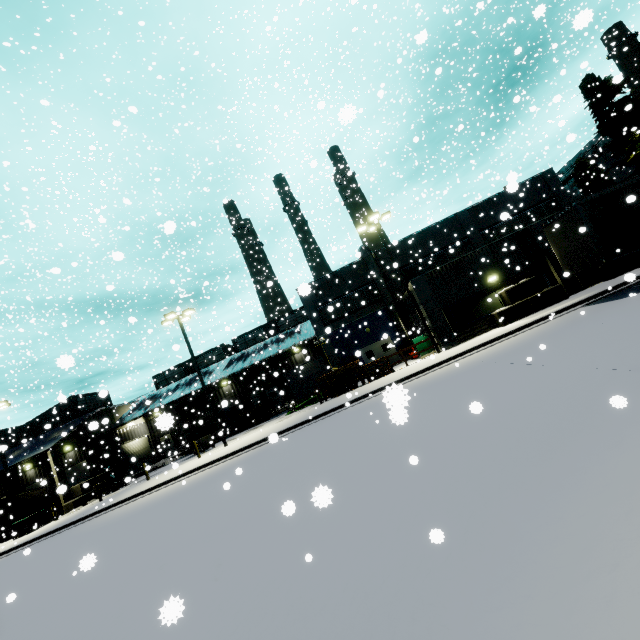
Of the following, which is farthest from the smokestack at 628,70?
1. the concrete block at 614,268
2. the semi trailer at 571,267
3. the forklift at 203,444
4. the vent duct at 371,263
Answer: the forklift at 203,444

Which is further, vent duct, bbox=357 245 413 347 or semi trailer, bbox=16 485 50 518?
semi trailer, bbox=16 485 50 518

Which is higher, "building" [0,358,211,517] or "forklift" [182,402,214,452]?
A: "building" [0,358,211,517]

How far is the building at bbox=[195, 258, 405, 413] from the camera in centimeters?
2891cm

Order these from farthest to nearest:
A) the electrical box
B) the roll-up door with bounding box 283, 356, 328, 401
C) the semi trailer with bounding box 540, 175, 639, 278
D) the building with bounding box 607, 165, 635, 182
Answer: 1. the building with bounding box 607, 165, 635, 182
2. the roll-up door with bounding box 283, 356, 328, 401
3. the electrical box
4. the semi trailer with bounding box 540, 175, 639, 278

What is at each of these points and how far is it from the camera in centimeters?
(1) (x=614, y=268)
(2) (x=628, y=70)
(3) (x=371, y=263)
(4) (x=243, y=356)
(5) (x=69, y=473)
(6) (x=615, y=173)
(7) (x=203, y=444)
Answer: (1) concrete block, 1831cm
(2) smokestack, 4231cm
(3) vent duct, 2838cm
(4) building, 3588cm
(5) roll-up door, 3341cm
(6) building, 4362cm
(7) forklift, 2616cm

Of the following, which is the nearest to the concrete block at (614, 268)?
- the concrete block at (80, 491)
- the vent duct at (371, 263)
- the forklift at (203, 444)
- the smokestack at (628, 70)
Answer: the smokestack at (628, 70)

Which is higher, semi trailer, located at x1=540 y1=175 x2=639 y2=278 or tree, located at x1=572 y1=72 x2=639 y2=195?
tree, located at x1=572 y1=72 x2=639 y2=195
